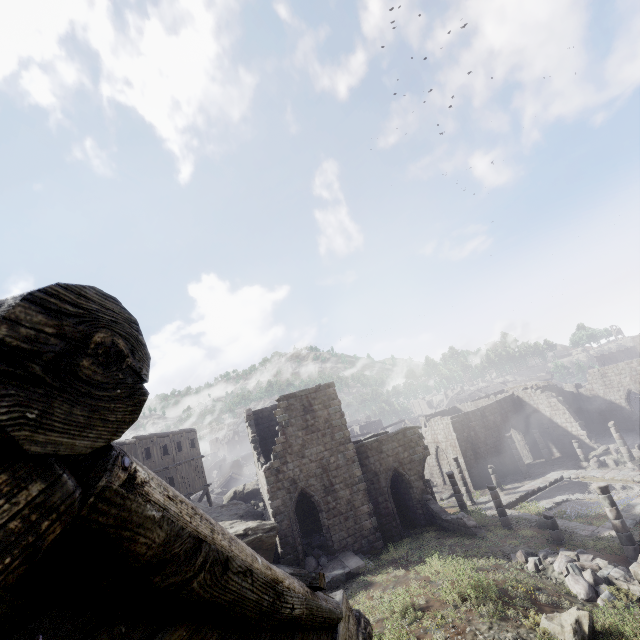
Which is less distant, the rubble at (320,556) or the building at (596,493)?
the building at (596,493)

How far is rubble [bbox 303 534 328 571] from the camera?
18.0 meters

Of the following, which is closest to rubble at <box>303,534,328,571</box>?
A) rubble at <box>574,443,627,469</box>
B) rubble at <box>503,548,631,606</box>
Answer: rubble at <box>503,548,631,606</box>

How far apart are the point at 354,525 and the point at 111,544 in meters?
22.2

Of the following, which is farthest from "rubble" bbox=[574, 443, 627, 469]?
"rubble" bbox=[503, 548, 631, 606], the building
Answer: "rubble" bbox=[503, 548, 631, 606]

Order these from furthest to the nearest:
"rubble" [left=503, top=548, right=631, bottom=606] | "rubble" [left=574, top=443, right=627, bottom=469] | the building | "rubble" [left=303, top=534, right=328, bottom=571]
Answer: "rubble" [left=574, top=443, right=627, bottom=469]
"rubble" [left=303, top=534, right=328, bottom=571]
"rubble" [left=503, top=548, right=631, bottom=606]
the building

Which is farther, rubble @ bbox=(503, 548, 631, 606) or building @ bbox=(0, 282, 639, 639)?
rubble @ bbox=(503, 548, 631, 606)

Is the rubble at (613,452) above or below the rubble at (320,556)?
below
